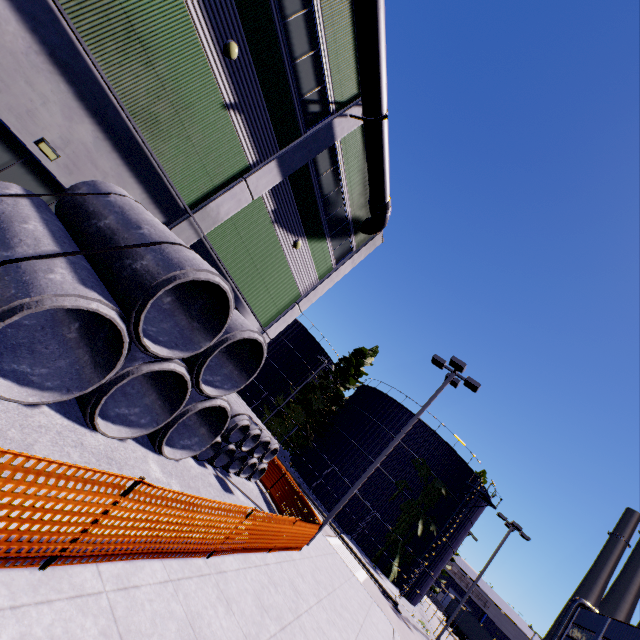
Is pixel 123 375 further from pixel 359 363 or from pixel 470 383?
pixel 359 363

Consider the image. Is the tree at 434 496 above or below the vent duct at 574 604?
below

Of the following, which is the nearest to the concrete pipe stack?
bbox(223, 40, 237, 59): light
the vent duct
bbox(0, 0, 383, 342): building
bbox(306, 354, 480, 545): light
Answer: bbox(0, 0, 383, 342): building

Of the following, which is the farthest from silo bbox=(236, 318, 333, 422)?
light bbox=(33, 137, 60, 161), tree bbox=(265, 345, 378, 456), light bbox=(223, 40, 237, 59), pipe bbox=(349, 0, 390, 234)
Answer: light bbox=(223, 40, 237, 59)

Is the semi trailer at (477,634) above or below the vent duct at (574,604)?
Answer: below

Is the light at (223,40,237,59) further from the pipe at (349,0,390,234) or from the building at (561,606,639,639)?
the pipe at (349,0,390,234)

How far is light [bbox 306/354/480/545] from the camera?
13.0 meters

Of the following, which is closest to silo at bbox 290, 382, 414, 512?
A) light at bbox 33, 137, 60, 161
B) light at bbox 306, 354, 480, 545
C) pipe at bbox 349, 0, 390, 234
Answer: pipe at bbox 349, 0, 390, 234
